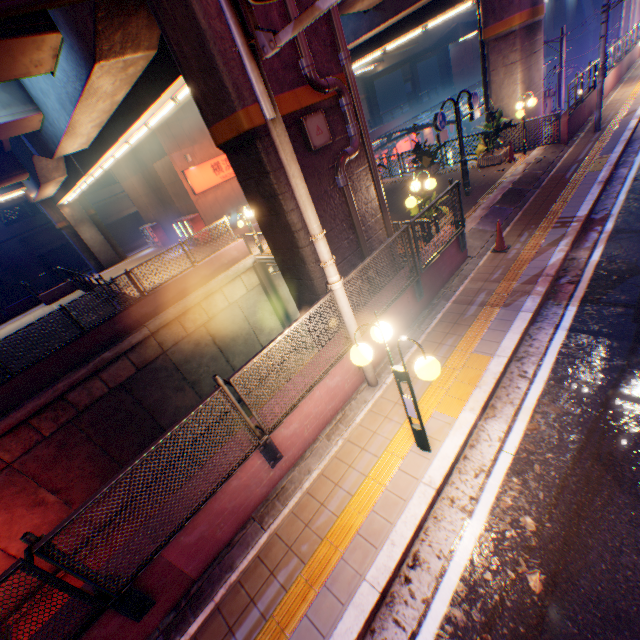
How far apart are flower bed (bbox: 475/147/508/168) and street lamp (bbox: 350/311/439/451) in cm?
1367

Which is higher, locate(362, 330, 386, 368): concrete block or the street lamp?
the street lamp

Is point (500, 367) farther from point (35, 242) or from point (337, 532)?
point (35, 242)

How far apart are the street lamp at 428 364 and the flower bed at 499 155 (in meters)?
13.67

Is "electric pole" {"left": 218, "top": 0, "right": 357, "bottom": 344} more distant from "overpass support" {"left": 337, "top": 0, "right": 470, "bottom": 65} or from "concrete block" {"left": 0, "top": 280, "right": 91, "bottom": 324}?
"concrete block" {"left": 0, "top": 280, "right": 91, "bottom": 324}

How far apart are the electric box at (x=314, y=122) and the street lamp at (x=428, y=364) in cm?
411

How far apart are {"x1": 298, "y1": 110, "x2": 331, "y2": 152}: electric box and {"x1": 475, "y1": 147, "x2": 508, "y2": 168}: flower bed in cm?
1082

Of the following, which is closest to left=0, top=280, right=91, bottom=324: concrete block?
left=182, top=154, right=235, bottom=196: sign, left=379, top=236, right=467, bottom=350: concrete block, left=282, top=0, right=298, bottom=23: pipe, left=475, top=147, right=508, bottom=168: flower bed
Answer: left=182, top=154, right=235, bottom=196: sign
